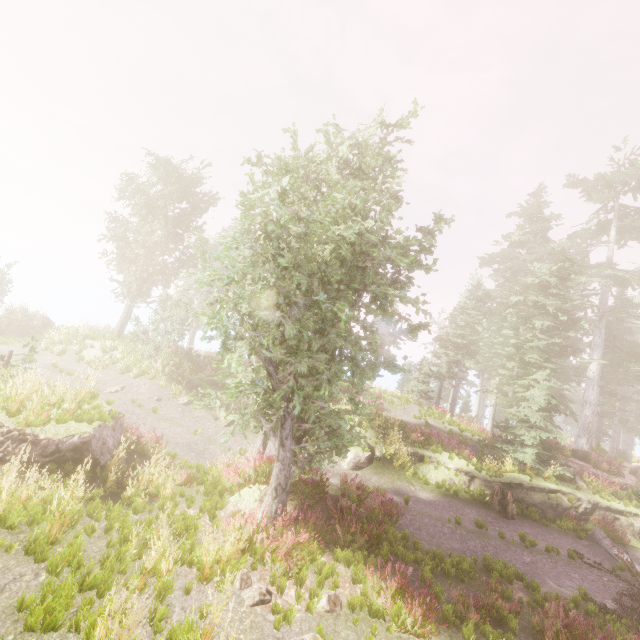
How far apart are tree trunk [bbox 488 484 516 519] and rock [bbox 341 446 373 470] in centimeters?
Result: 554cm

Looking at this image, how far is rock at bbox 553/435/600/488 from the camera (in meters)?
17.17

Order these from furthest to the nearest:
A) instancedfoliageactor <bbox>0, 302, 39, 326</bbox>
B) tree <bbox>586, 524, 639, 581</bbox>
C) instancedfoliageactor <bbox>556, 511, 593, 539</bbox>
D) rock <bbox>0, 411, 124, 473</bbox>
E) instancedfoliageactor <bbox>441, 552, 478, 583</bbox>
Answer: instancedfoliageactor <bbox>0, 302, 39, 326</bbox>, instancedfoliageactor <bbox>556, 511, 593, 539</bbox>, tree <bbox>586, 524, 639, 581</bbox>, instancedfoliageactor <bbox>441, 552, 478, 583</bbox>, rock <bbox>0, 411, 124, 473</bbox>

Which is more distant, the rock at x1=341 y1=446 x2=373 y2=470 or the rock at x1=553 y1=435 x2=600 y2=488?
the rock at x1=553 y1=435 x2=600 y2=488

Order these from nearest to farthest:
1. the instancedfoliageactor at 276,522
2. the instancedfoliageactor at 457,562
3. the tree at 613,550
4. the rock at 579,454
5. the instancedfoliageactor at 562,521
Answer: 1. the instancedfoliageactor at 276,522
2. the instancedfoliageactor at 457,562
3. the tree at 613,550
4. the instancedfoliageactor at 562,521
5. the rock at 579,454

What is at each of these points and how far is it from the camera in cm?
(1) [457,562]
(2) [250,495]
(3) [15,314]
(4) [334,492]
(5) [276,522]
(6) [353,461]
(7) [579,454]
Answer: (1) instancedfoliageactor, 942
(2) rock, 973
(3) instancedfoliageactor, 2355
(4) rock, 1041
(5) instancedfoliageactor, 848
(6) rock, 1563
(7) rock, 1936

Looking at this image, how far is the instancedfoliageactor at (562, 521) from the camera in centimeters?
1417cm

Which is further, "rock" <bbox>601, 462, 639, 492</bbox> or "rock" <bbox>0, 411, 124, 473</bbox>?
"rock" <bbox>601, 462, 639, 492</bbox>
